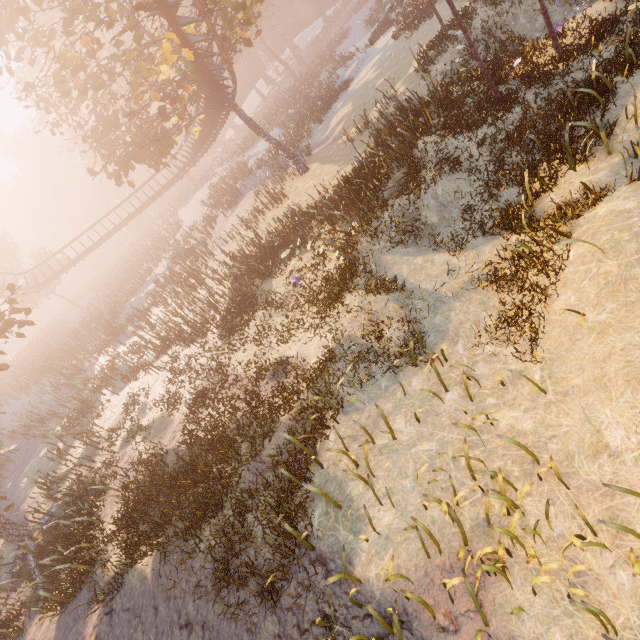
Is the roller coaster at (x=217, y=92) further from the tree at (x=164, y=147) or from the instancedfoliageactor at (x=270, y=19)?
the instancedfoliageactor at (x=270, y=19)

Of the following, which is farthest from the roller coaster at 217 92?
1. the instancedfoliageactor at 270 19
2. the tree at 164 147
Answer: the instancedfoliageactor at 270 19

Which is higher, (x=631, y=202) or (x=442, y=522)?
(x=442, y=522)

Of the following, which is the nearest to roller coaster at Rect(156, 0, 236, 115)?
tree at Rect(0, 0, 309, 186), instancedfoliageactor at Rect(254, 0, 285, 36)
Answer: tree at Rect(0, 0, 309, 186)

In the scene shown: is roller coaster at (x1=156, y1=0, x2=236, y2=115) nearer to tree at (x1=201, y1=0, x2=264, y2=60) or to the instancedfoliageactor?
tree at (x1=201, y1=0, x2=264, y2=60)

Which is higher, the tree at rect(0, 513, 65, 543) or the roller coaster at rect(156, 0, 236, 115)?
the roller coaster at rect(156, 0, 236, 115)
